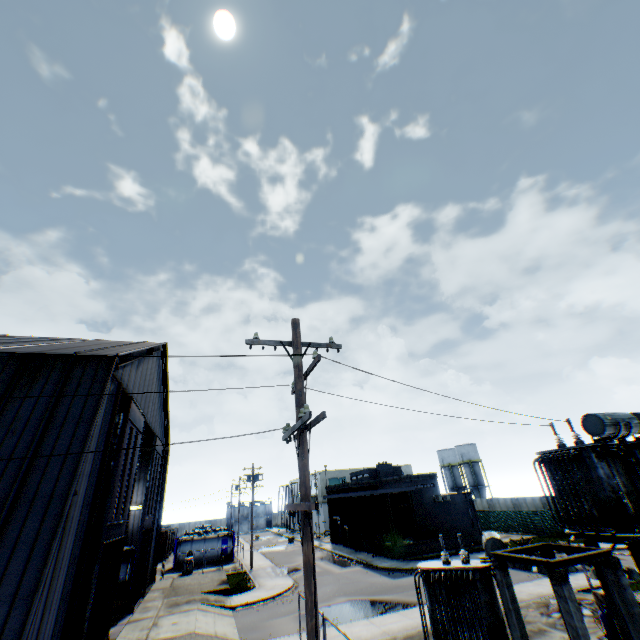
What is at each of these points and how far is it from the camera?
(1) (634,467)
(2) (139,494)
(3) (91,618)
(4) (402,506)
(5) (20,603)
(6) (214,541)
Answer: (1) electrical compensator, 11.19m
(2) building, 30.00m
(3) hanging door, 12.70m
(4) building, 36.34m
(5) building, 7.86m
(6) tank container, 39.16m

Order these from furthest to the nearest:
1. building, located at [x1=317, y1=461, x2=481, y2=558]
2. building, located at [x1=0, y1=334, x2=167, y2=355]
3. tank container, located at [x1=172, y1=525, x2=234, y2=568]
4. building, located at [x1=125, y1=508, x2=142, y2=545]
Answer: tank container, located at [x1=172, y1=525, x2=234, y2=568]
building, located at [x1=317, y1=461, x2=481, y2=558]
building, located at [x1=125, y1=508, x2=142, y2=545]
building, located at [x1=0, y1=334, x2=167, y2=355]

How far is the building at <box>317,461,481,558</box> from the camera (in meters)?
32.78

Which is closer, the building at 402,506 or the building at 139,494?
the building at 139,494

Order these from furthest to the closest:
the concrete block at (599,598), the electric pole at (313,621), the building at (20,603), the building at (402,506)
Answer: the building at (402,506) → the concrete block at (599,598) → the building at (20,603) → the electric pole at (313,621)

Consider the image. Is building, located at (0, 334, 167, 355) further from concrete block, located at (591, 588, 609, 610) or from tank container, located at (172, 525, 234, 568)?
concrete block, located at (591, 588, 609, 610)

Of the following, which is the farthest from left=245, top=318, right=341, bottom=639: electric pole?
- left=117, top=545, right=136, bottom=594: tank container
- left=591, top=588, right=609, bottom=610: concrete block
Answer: left=117, top=545, right=136, bottom=594: tank container

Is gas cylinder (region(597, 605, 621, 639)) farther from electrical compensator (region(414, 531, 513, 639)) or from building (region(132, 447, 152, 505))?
building (region(132, 447, 152, 505))
